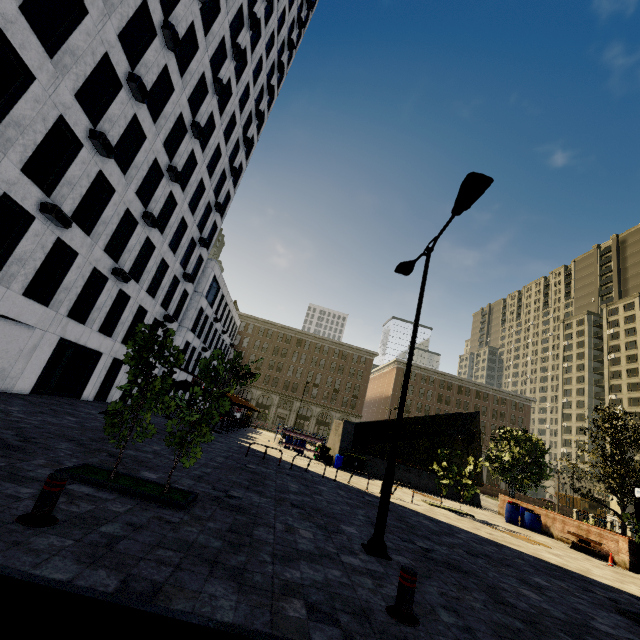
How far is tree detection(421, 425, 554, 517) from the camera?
17.0m

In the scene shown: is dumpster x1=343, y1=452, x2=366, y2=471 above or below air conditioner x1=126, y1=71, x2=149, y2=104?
below

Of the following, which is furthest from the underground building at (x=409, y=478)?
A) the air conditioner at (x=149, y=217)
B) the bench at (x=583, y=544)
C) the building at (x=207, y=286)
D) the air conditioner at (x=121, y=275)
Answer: the air conditioner at (x=149, y=217)

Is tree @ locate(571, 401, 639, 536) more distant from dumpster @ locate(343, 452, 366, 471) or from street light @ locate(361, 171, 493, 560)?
dumpster @ locate(343, 452, 366, 471)

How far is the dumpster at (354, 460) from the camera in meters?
21.1 m

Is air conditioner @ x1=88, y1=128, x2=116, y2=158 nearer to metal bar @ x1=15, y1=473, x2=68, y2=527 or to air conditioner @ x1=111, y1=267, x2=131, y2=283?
air conditioner @ x1=111, y1=267, x2=131, y2=283

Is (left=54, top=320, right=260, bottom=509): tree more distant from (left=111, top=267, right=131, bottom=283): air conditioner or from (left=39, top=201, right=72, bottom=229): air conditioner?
(left=111, top=267, right=131, bottom=283): air conditioner

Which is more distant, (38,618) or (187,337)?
(187,337)
